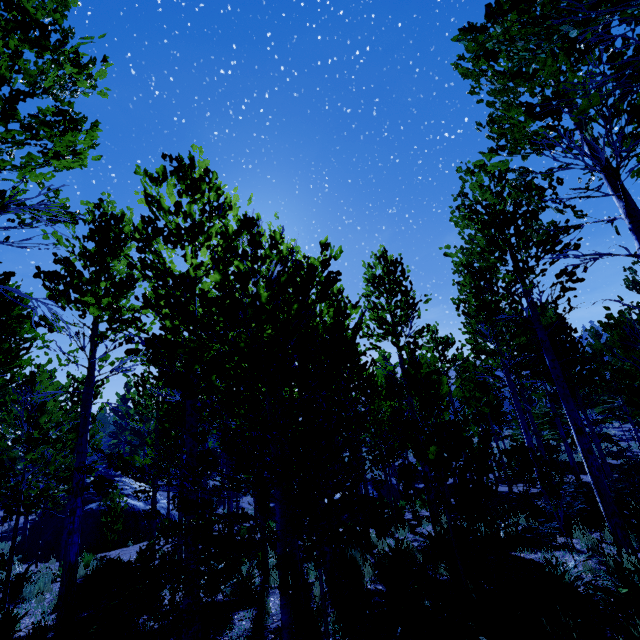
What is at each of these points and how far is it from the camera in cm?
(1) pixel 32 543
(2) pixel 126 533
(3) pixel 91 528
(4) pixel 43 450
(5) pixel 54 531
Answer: (1) rock, 1622
(2) rock, 1681
(3) rock, 1630
(4) instancedfoliageactor, 3045
(5) rock, 1625

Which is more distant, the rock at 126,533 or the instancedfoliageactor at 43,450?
the rock at 126,533

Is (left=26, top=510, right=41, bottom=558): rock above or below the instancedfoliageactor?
below

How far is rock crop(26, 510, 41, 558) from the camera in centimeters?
1572cm

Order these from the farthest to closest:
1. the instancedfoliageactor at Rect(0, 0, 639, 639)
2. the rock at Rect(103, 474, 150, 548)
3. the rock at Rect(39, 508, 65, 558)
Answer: the rock at Rect(103, 474, 150, 548) → the rock at Rect(39, 508, 65, 558) → the instancedfoliageactor at Rect(0, 0, 639, 639)
